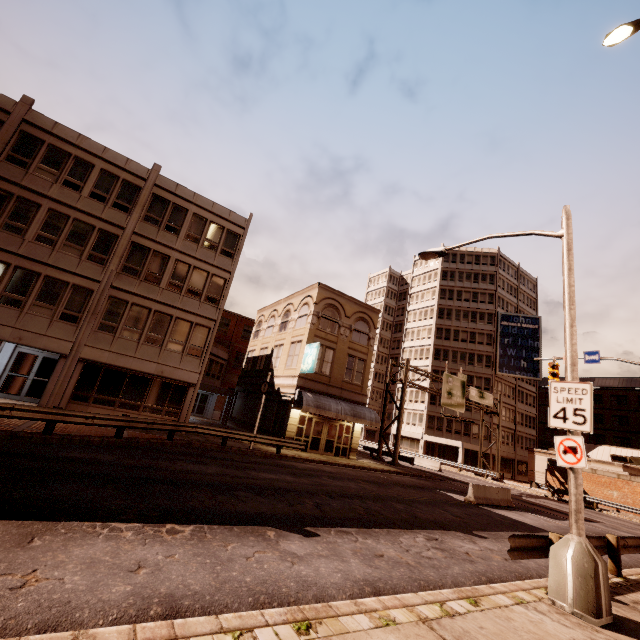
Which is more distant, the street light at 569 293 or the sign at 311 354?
the sign at 311 354

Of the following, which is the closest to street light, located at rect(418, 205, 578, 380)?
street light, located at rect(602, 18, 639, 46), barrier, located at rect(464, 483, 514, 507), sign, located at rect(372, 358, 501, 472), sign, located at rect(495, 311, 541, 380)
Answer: street light, located at rect(602, 18, 639, 46)

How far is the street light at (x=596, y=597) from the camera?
5.9m

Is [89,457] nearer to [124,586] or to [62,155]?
[124,586]

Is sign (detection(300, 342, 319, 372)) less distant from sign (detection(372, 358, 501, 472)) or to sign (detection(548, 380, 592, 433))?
sign (detection(372, 358, 501, 472))

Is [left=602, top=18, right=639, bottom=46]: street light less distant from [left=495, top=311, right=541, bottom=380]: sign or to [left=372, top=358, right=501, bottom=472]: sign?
[left=372, top=358, right=501, bottom=472]: sign

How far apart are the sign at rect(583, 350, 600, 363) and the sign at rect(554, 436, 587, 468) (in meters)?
16.46

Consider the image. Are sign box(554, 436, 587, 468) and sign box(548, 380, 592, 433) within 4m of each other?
yes
